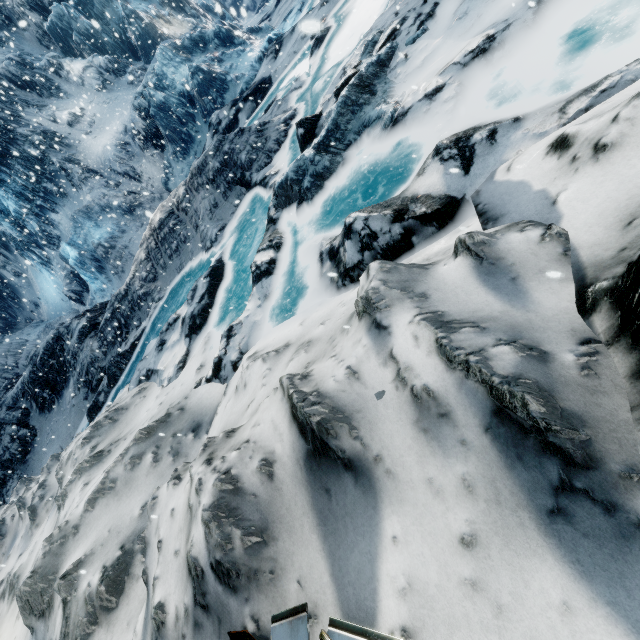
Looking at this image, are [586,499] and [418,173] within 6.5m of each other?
yes

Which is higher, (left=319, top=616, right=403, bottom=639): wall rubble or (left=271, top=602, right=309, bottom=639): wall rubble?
(left=271, top=602, right=309, bottom=639): wall rubble

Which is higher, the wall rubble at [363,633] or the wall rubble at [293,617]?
the wall rubble at [293,617]
